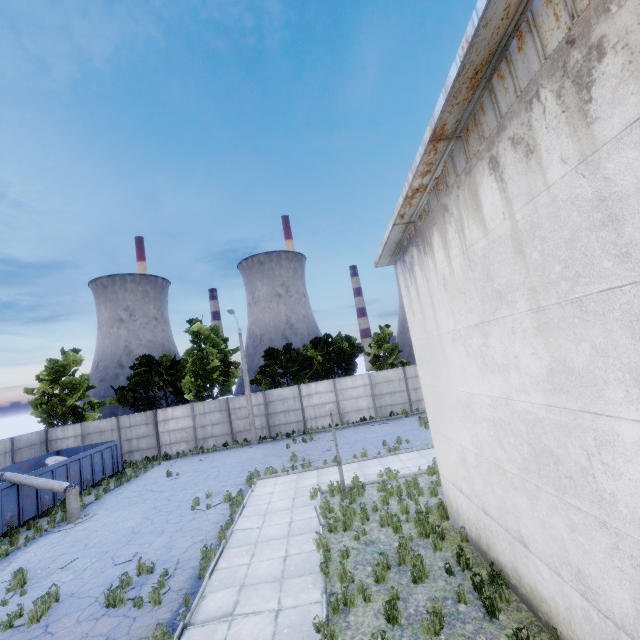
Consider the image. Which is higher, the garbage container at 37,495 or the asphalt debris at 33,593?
the garbage container at 37,495

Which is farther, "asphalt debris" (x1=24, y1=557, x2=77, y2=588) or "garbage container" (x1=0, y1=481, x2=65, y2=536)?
"garbage container" (x1=0, y1=481, x2=65, y2=536)

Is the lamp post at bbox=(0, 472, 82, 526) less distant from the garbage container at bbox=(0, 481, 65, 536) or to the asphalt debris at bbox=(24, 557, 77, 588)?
the garbage container at bbox=(0, 481, 65, 536)

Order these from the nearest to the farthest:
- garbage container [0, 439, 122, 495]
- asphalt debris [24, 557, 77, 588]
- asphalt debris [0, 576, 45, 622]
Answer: asphalt debris [0, 576, 45, 622] → asphalt debris [24, 557, 77, 588] → garbage container [0, 439, 122, 495]

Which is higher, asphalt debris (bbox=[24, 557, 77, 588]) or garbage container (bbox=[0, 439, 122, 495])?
garbage container (bbox=[0, 439, 122, 495])

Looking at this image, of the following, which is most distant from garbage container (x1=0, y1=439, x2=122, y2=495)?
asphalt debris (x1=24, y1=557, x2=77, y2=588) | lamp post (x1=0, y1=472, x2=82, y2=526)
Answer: asphalt debris (x1=24, y1=557, x2=77, y2=588)

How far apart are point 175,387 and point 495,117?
32.3m

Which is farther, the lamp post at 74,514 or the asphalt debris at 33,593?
the lamp post at 74,514
